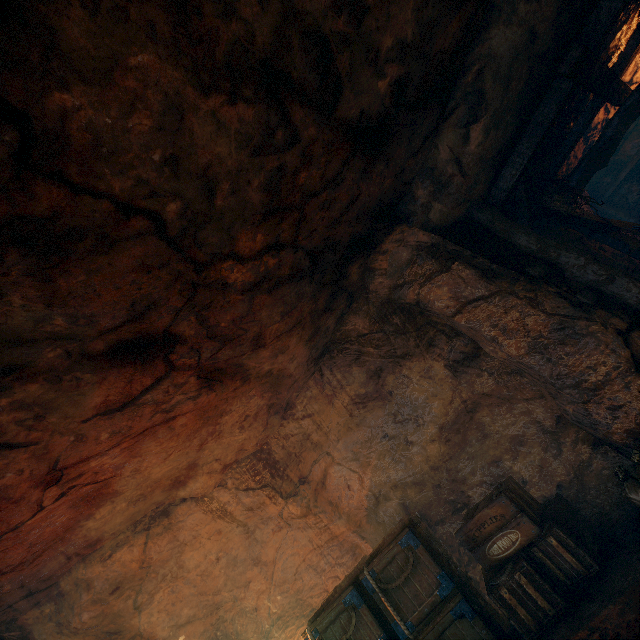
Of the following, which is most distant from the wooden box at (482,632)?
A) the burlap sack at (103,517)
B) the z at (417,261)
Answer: the z at (417,261)

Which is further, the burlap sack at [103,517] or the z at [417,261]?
the z at [417,261]

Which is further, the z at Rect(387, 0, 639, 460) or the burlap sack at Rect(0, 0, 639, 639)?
the z at Rect(387, 0, 639, 460)

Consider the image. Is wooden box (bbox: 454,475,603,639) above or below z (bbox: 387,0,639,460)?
below

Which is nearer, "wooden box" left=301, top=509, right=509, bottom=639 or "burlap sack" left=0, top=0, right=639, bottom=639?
"burlap sack" left=0, top=0, right=639, bottom=639

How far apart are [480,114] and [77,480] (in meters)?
7.44

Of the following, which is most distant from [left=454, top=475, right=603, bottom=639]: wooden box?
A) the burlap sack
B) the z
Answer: the z
